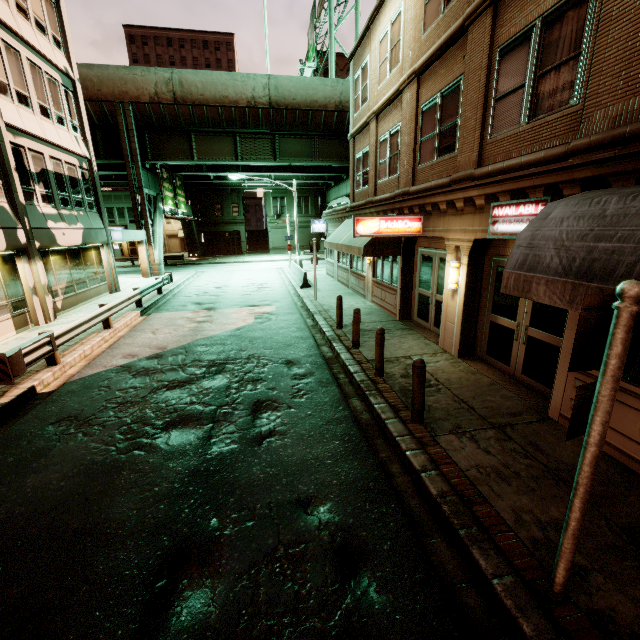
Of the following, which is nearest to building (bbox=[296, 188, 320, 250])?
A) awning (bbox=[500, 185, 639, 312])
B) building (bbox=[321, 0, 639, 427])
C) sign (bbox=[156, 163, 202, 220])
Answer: sign (bbox=[156, 163, 202, 220])

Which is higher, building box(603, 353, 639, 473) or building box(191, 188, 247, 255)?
building box(191, 188, 247, 255)

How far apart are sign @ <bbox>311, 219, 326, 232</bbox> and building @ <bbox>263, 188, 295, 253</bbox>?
24.79m

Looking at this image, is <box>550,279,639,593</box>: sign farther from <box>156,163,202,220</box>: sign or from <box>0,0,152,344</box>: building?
<box>156,163,202,220</box>: sign

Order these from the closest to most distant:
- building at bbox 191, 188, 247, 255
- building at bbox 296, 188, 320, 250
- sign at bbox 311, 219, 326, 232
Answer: sign at bbox 311, 219, 326, 232 → building at bbox 191, 188, 247, 255 → building at bbox 296, 188, 320, 250

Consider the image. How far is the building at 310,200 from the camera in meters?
47.2 m

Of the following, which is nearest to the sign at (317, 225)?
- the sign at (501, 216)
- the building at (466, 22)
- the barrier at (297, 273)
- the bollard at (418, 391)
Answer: the building at (466, 22)

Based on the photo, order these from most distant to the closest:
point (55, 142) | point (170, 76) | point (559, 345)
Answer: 1. point (170, 76)
2. point (55, 142)
3. point (559, 345)
